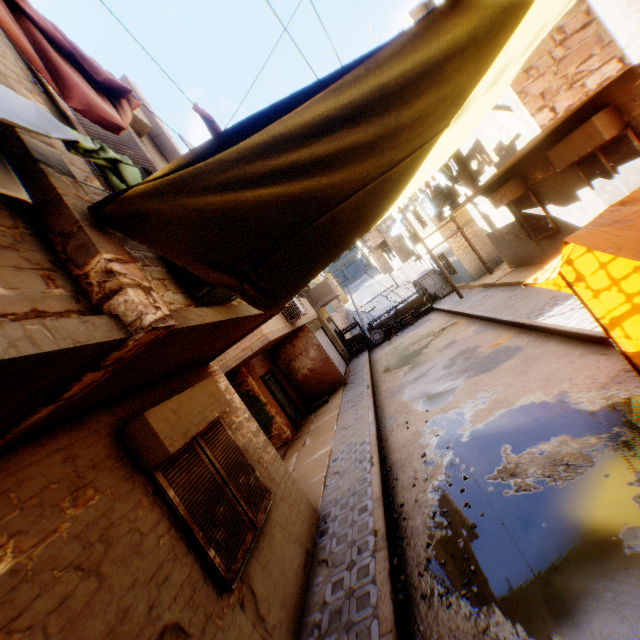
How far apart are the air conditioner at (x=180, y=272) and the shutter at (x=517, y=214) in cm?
986

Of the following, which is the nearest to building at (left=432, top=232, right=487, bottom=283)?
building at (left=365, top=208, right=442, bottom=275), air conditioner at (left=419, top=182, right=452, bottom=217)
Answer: air conditioner at (left=419, top=182, right=452, bottom=217)

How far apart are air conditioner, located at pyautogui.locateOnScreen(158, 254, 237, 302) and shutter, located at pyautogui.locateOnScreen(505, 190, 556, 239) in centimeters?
986cm

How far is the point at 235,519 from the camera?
4.2m

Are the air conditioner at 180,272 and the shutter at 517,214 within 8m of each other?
no

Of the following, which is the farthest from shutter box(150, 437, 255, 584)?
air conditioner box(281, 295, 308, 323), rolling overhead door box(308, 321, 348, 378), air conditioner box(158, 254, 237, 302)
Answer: rolling overhead door box(308, 321, 348, 378)

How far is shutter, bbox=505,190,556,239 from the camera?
10.0 meters

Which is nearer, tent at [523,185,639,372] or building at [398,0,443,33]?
tent at [523,185,639,372]
